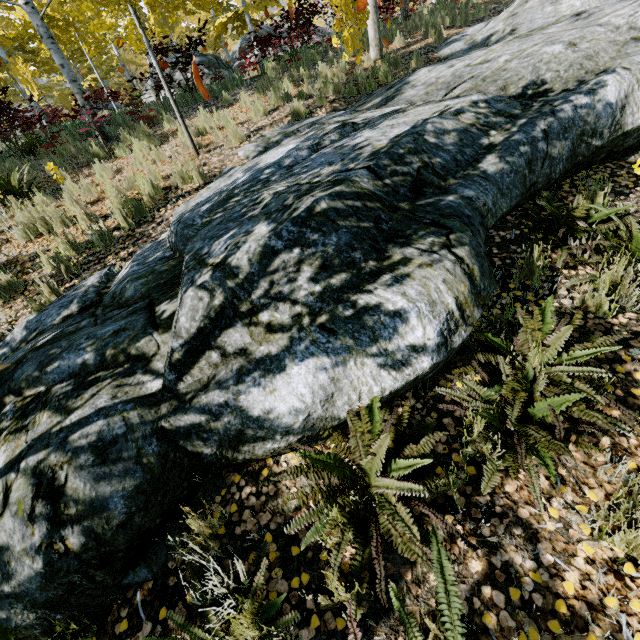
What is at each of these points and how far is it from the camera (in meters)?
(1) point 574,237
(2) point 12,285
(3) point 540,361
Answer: (1) instancedfoliageactor, 3.05
(2) instancedfoliageactor, 4.65
(3) instancedfoliageactor, 2.20

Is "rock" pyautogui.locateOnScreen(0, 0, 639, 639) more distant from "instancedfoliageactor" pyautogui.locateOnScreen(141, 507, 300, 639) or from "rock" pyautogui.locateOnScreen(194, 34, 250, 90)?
"rock" pyautogui.locateOnScreen(194, 34, 250, 90)

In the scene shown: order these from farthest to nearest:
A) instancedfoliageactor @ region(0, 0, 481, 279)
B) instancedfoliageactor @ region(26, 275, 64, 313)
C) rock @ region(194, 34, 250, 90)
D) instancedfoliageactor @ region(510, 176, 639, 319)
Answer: rock @ region(194, 34, 250, 90)
instancedfoliageactor @ region(0, 0, 481, 279)
instancedfoliageactor @ region(26, 275, 64, 313)
instancedfoliageactor @ region(510, 176, 639, 319)

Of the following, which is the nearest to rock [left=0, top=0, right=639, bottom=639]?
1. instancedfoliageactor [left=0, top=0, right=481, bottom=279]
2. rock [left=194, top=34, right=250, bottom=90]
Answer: instancedfoliageactor [left=0, top=0, right=481, bottom=279]

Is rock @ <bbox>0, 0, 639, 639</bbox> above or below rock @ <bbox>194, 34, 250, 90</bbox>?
below

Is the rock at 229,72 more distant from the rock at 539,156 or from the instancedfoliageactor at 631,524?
the rock at 539,156

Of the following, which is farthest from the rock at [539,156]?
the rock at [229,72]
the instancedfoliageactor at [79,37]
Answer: the rock at [229,72]
